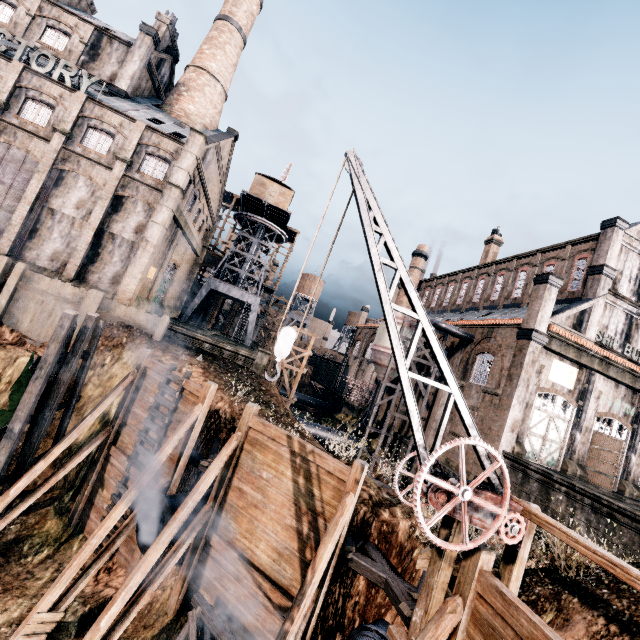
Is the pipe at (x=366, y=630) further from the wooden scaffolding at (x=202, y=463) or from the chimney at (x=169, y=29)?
the chimney at (x=169, y=29)

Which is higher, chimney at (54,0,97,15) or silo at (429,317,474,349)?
chimney at (54,0,97,15)

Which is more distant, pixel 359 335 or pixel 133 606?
pixel 359 335

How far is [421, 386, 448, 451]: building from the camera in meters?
28.6

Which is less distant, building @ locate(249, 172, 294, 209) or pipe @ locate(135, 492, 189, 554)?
pipe @ locate(135, 492, 189, 554)

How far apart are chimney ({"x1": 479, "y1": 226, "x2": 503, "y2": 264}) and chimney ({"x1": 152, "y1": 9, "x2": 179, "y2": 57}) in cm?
4347

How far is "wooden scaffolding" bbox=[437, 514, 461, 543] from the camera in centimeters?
751cm

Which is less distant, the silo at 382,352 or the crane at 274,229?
the silo at 382,352
